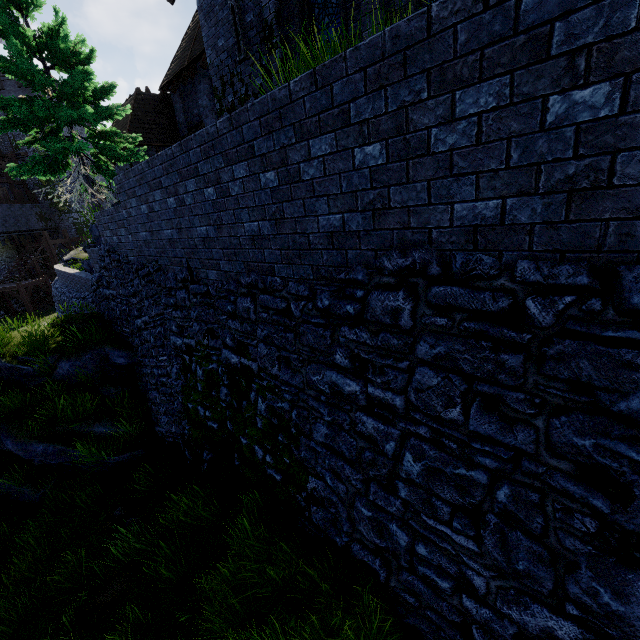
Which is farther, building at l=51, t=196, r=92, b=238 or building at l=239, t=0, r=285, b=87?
building at l=51, t=196, r=92, b=238

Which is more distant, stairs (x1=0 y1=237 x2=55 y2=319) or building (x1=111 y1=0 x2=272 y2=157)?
stairs (x1=0 y1=237 x2=55 y2=319)

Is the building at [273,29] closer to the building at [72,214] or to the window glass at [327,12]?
the window glass at [327,12]

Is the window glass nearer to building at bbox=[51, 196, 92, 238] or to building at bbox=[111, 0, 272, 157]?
building at bbox=[111, 0, 272, 157]

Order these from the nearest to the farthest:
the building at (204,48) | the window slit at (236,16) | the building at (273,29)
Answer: the building at (273,29) → the window slit at (236,16) → the building at (204,48)

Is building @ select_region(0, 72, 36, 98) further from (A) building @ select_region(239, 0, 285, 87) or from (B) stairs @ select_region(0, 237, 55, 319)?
(A) building @ select_region(239, 0, 285, 87)

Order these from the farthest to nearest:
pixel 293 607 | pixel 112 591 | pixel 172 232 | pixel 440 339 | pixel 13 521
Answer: pixel 13 521 → pixel 172 232 → pixel 112 591 → pixel 293 607 → pixel 440 339

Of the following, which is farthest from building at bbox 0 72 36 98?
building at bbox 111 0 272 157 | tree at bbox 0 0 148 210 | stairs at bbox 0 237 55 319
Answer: tree at bbox 0 0 148 210
